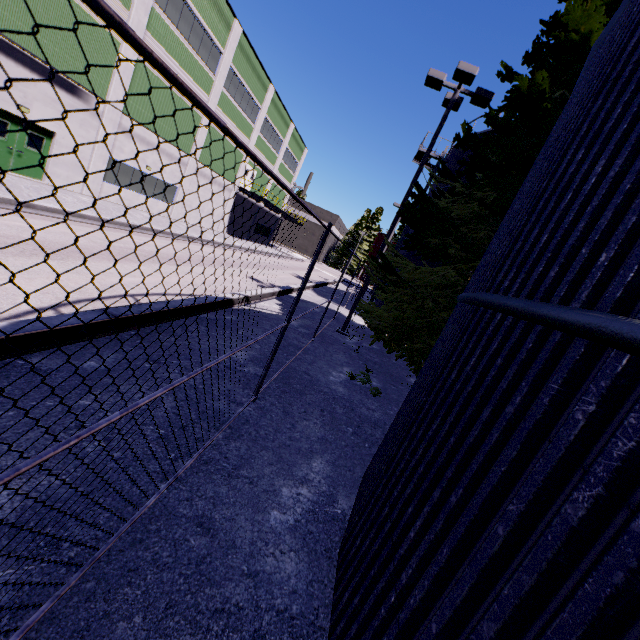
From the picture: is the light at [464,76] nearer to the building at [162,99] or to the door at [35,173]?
the building at [162,99]

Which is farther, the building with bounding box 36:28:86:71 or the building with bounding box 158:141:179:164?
the building with bounding box 158:141:179:164

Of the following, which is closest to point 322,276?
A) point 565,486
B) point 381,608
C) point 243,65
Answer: point 243,65

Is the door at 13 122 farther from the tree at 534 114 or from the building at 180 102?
the tree at 534 114

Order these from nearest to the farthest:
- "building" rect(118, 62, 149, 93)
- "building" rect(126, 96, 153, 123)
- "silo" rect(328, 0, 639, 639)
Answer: "silo" rect(328, 0, 639, 639) < "building" rect(118, 62, 149, 93) < "building" rect(126, 96, 153, 123)

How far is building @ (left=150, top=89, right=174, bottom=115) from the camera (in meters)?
19.88

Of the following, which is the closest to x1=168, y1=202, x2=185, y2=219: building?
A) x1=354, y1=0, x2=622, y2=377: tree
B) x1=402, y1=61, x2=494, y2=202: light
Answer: x1=354, y1=0, x2=622, y2=377: tree
